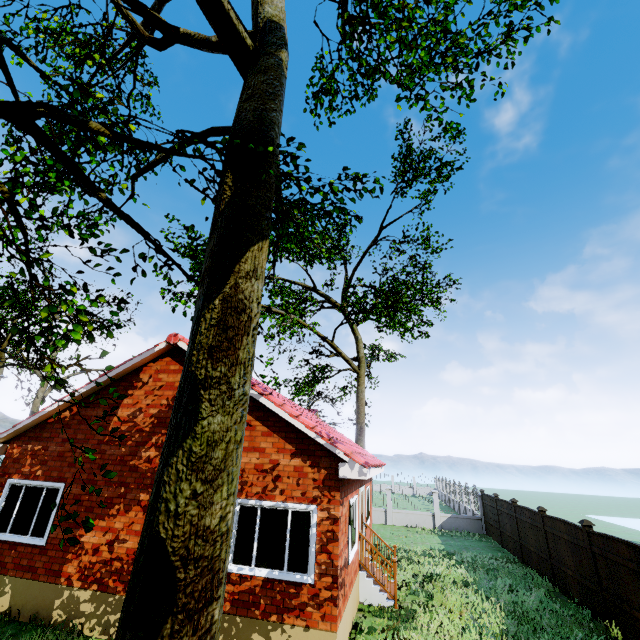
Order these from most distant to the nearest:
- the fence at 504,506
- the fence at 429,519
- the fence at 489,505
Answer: the fence at 429,519 → the fence at 489,505 → the fence at 504,506

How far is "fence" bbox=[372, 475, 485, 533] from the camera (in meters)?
21.06

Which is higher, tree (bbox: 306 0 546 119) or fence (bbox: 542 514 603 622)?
tree (bbox: 306 0 546 119)

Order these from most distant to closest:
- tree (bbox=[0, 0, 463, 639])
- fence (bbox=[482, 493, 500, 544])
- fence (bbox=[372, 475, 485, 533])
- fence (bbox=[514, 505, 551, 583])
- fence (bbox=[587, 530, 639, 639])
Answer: fence (bbox=[372, 475, 485, 533])
fence (bbox=[482, 493, 500, 544])
fence (bbox=[514, 505, 551, 583])
fence (bbox=[587, 530, 639, 639])
tree (bbox=[0, 0, 463, 639])

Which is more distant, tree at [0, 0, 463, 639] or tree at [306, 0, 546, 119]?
tree at [306, 0, 546, 119]

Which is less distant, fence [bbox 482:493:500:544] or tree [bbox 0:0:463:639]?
tree [bbox 0:0:463:639]

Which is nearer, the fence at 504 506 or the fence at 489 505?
the fence at 504 506

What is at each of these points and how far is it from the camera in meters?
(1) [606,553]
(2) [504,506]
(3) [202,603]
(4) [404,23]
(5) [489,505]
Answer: (1) fence, 8.6 m
(2) fence, 16.8 m
(3) tree, 2.6 m
(4) tree, 8.4 m
(5) fence, 19.6 m
